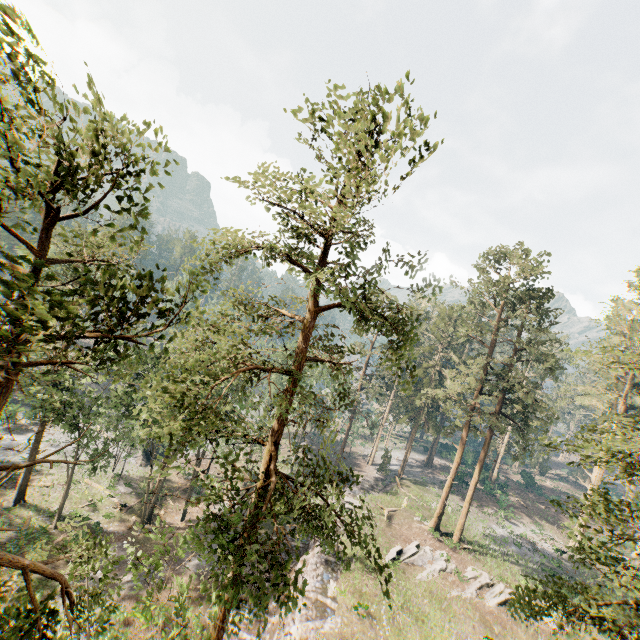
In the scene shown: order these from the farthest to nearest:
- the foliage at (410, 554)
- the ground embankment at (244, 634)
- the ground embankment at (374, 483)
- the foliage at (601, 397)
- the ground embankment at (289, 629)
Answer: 1. the ground embankment at (374, 483)
2. the foliage at (410, 554)
3. the ground embankment at (244, 634)
4. the ground embankment at (289, 629)
5. the foliage at (601, 397)

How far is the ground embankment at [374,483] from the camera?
39.6 meters

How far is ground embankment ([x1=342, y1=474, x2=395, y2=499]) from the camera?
39.6m

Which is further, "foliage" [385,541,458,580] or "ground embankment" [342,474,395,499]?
"ground embankment" [342,474,395,499]

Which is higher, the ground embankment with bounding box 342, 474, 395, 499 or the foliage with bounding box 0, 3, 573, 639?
the foliage with bounding box 0, 3, 573, 639

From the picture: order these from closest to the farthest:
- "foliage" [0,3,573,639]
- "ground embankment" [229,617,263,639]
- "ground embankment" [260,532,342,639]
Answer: "foliage" [0,3,573,639] < "ground embankment" [260,532,342,639] < "ground embankment" [229,617,263,639]

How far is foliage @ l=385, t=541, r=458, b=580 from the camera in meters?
27.7

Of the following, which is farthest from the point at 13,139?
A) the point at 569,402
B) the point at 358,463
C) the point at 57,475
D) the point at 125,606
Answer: the point at 358,463
